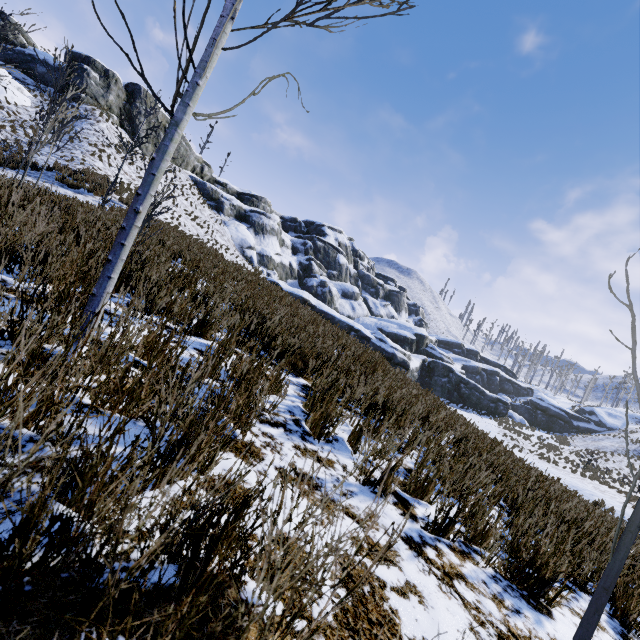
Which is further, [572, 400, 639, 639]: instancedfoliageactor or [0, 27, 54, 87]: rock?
[0, 27, 54, 87]: rock

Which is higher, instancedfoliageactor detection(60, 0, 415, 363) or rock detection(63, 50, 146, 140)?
rock detection(63, 50, 146, 140)

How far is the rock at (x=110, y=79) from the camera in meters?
28.9 m

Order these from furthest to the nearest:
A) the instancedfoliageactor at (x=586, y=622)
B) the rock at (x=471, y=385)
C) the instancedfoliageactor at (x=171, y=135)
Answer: the rock at (x=471, y=385) → the instancedfoliageactor at (x=171, y=135) → the instancedfoliageactor at (x=586, y=622)

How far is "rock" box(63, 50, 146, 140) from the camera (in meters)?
28.88

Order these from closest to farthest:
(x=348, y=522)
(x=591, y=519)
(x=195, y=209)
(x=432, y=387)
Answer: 1. (x=348, y=522)
2. (x=591, y=519)
3. (x=195, y=209)
4. (x=432, y=387)
